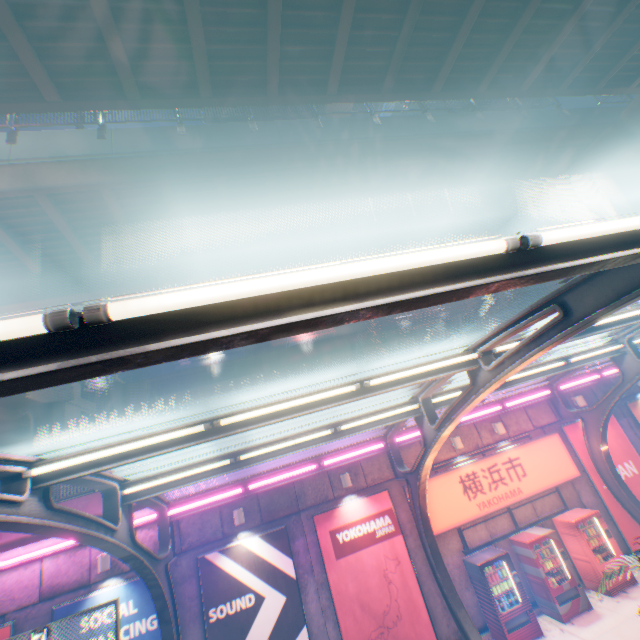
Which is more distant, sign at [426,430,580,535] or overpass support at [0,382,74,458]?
overpass support at [0,382,74,458]

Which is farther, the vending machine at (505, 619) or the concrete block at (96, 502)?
the concrete block at (96, 502)

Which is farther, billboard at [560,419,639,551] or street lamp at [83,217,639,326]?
billboard at [560,419,639,551]

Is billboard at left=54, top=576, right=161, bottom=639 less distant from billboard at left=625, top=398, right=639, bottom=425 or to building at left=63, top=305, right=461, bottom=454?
billboard at left=625, top=398, right=639, bottom=425

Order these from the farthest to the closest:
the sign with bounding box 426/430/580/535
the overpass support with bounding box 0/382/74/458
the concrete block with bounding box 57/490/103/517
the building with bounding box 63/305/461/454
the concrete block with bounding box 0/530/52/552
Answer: the building with bounding box 63/305/461/454
the overpass support with bounding box 0/382/74/458
the sign with bounding box 426/430/580/535
the concrete block with bounding box 57/490/103/517
the concrete block with bounding box 0/530/52/552

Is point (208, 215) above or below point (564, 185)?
above

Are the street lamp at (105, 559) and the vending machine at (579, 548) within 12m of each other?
no
